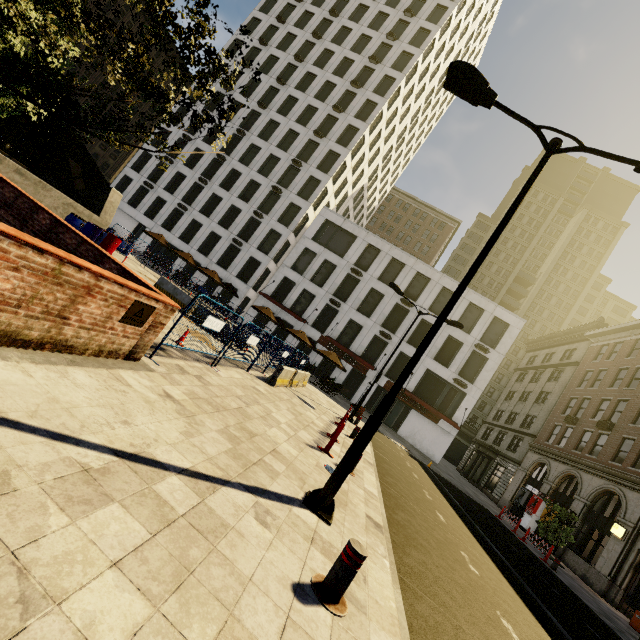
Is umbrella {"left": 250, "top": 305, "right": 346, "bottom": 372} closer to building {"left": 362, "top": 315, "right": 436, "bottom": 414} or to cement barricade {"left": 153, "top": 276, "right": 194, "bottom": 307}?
building {"left": 362, "top": 315, "right": 436, "bottom": 414}

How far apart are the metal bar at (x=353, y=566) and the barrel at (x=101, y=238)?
16.4 meters

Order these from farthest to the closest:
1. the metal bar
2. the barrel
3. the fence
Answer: the barrel → the fence → the metal bar

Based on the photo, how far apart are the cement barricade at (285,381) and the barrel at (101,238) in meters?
10.2

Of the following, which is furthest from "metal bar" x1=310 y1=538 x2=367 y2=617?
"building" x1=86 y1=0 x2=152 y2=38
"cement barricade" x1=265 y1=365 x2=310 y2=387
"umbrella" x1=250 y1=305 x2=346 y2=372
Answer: "building" x1=86 y1=0 x2=152 y2=38

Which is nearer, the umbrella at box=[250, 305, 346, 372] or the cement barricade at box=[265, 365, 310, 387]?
the cement barricade at box=[265, 365, 310, 387]

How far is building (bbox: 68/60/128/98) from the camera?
42.2 meters

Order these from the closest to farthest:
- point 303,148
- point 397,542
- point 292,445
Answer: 1. point 397,542
2. point 292,445
3. point 303,148
